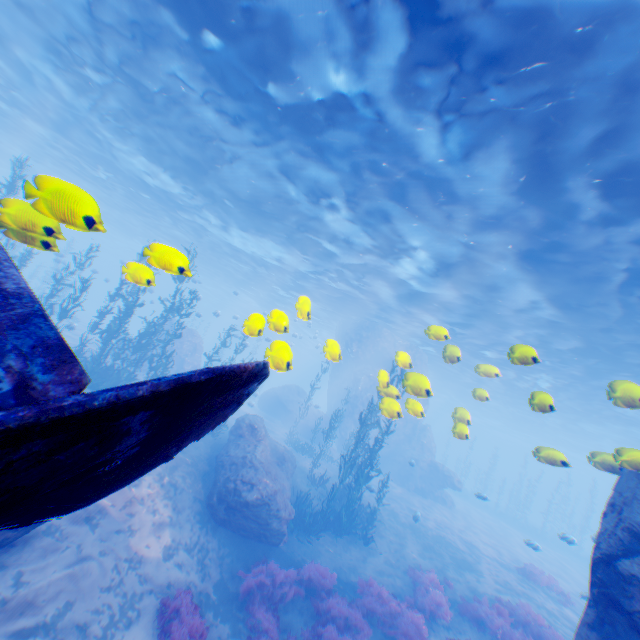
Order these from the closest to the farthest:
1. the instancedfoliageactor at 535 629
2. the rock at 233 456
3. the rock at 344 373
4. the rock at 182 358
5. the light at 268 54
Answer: the light at 268 54 → the rock at 344 373 → the instancedfoliageactor at 535 629 → the rock at 233 456 → the rock at 182 358

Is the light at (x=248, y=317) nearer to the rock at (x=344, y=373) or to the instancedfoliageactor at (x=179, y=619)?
the rock at (x=344, y=373)

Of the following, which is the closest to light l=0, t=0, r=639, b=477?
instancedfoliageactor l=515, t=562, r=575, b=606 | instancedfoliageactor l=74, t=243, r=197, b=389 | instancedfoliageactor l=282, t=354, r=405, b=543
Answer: instancedfoliageactor l=74, t=243, r=197, b=389

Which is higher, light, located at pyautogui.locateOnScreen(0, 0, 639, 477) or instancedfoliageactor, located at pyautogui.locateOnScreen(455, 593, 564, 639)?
light, located at pyautogui.locateOnScreen(0, 0, 639, 477)

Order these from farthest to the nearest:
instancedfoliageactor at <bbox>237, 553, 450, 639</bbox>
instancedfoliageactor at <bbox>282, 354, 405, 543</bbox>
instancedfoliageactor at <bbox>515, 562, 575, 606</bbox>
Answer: instancedfoliageactor at <bbox>515, 562, 575, 606</bbox> < instancedfoliageactor at <bbox>282, 354, 405, 543</bbox> < instancedfoliageactor at <bbox>237, 553, 450, 639</bbox>

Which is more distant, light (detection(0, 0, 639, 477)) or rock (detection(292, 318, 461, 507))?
rock (detection(292, 318, 461, 507))

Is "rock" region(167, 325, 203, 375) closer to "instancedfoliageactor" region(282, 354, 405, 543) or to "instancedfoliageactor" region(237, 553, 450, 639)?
"instancedfoliageactor" region(237, 553, 450, 639)

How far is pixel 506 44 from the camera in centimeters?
702cm
